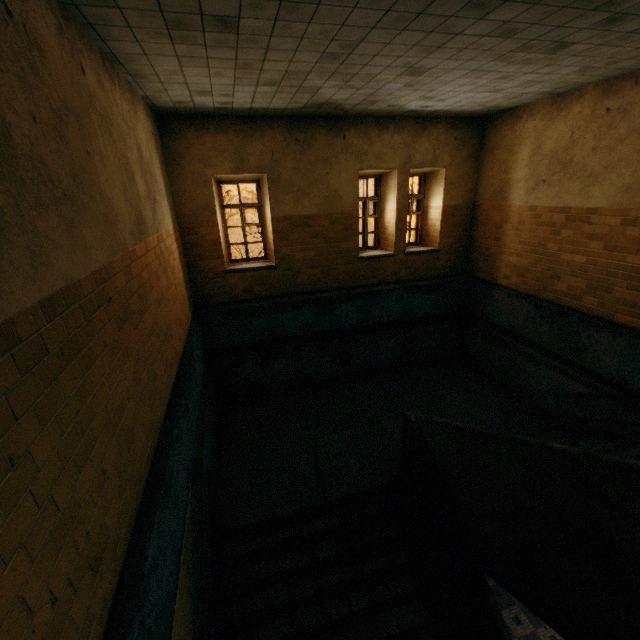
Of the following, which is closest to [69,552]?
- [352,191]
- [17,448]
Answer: [17,448]
